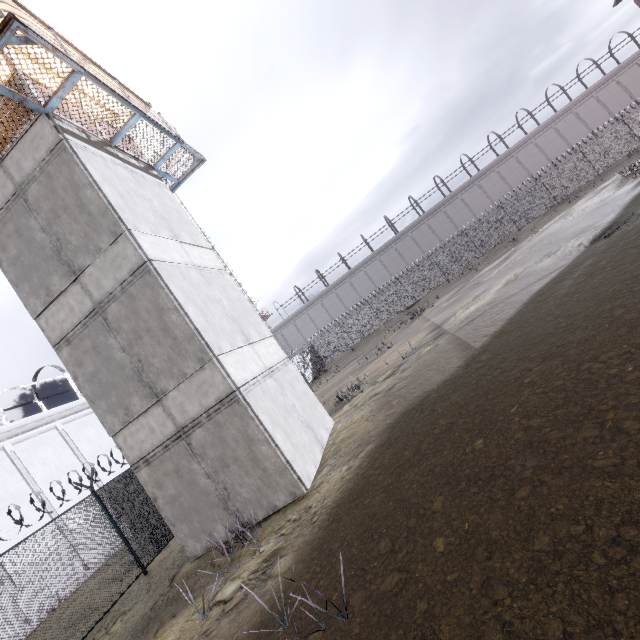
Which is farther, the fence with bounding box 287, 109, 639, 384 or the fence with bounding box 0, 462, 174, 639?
the fence with bounding box 287, 109, 639, 384

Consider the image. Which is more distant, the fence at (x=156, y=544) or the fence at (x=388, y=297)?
the fence at (x=388, y=297)

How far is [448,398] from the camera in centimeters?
739cm

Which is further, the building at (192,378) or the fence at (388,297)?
the fence at (388,297)

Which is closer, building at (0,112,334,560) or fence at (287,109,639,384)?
building at (0,112,334,560)
